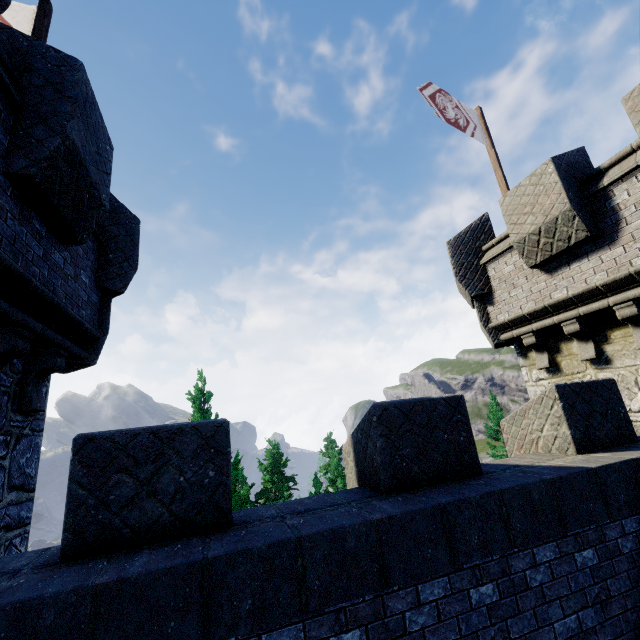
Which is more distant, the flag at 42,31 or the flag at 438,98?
the flag at 438,98

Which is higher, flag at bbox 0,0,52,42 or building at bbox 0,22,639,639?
flag at bbox 0,0,52,42

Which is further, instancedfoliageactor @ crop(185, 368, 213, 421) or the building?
instancedfoliageactor @ crop(185, 368, 213, 421)

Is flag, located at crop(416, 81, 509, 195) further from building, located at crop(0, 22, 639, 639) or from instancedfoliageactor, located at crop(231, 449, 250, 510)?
instancedfoliageactor, located at crop(231, 449, 250, 510)

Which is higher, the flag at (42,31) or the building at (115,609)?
the flag at (42,31)

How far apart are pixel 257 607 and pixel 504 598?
2.2m

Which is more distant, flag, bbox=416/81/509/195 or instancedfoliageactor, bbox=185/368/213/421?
instancedfoliageactor, bbox=185/368/213/421

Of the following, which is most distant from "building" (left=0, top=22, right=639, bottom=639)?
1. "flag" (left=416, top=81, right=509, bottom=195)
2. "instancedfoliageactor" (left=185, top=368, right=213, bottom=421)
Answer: "instancedfoliageactor" (left=185, top=368, right=213, bottom=421)
